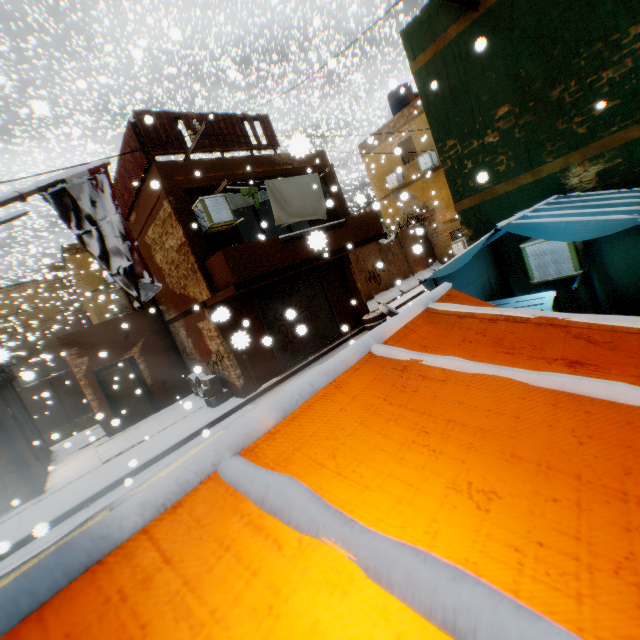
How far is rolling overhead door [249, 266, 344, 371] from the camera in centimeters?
1149cm

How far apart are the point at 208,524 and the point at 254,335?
10.68m

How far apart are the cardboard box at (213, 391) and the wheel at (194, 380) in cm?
43

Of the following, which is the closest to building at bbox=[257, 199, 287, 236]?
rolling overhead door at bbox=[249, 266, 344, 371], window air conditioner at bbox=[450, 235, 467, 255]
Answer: rolling overhead door at bbox=[249, 266, 344, 371]

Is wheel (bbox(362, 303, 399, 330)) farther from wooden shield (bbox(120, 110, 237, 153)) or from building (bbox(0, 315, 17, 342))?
wooden shield (bbox(120, 110, 237, 153))

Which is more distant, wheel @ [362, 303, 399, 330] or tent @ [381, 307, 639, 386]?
wheel @ [362, 303, 399, 330]

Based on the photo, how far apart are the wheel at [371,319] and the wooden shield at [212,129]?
1.8m

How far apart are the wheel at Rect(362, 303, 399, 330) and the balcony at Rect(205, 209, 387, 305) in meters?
0.7 m
